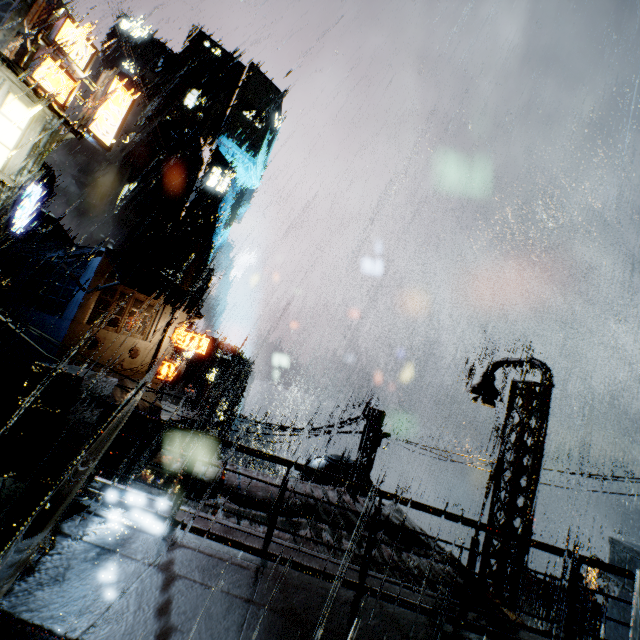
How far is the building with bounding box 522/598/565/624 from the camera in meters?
16.1 m

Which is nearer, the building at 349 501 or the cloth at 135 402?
the building at 349 501

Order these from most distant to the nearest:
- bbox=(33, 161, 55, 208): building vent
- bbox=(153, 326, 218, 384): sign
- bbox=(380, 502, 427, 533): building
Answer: bbox=(33, 161, 55, 208): building vent, bbox=(153, 326, 218, 384): sign, bbox=(380, 502, 427, 533): building

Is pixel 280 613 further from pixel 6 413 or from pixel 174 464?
pixel 6 413

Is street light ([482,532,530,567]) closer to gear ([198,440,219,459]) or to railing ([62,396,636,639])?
railing ([62,396,636,639])

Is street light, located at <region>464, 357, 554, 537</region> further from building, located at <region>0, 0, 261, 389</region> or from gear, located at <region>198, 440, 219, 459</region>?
gear, located at <region>198, 440, 219, 459</region>

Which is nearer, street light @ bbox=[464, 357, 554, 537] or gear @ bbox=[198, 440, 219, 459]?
street light @ bbox=[464, 357, 554, 537]

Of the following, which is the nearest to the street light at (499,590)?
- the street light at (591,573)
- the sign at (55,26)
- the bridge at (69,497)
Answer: the bridge at (69,497)
